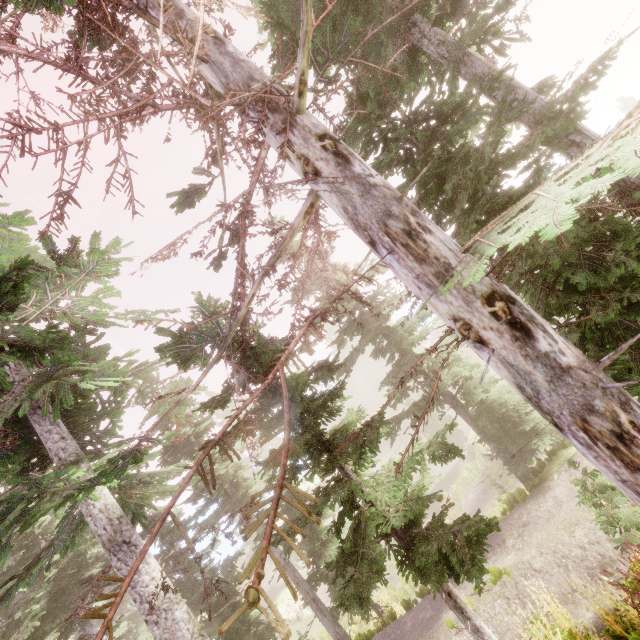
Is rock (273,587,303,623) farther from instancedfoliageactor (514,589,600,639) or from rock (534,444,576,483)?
rock (534,444,576,483)

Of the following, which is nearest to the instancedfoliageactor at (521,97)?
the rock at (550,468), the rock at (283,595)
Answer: the rock at (550,468)

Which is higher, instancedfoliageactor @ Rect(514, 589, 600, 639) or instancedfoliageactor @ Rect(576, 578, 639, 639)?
instancedfoliageactor @ Rect(576, 578, 639, 639)

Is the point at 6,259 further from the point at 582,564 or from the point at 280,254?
the point at 582,564

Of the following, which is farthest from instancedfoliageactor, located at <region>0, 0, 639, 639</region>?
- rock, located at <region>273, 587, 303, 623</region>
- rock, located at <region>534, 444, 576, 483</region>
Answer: rock, located at <region>273, 587, 303, 623</region>
